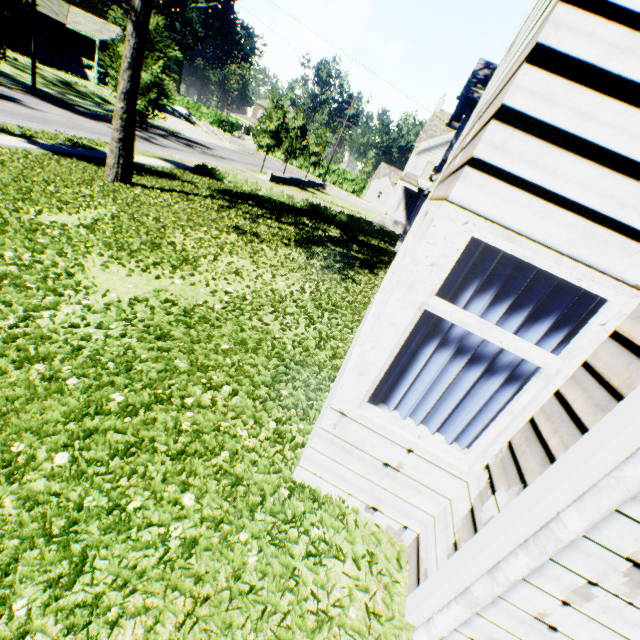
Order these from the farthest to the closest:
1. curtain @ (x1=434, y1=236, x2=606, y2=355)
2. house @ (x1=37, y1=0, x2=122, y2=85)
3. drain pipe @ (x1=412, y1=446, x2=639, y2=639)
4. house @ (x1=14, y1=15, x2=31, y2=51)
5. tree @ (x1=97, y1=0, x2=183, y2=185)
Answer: house @ (x1=37, y1=0, x2=122, y2=85)
house @ (x1=14, y1=15, x2=31, y2=51)
tree @ (x1=97, y1=0, x2=183, y2=185)
curtain @ (x1=434, y1=236, x2=606, y2=355)
drain pipe @ (x1=412, y1=446, x2=639, y2=639)

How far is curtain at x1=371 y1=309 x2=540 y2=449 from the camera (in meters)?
2.27

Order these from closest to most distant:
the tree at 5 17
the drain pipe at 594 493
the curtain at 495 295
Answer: the drain pipe at 594 493 < the curtain at 495 295 < the tree at 5 17

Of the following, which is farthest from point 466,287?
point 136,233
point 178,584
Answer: point 136,233

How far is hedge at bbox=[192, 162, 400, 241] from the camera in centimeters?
1908cm

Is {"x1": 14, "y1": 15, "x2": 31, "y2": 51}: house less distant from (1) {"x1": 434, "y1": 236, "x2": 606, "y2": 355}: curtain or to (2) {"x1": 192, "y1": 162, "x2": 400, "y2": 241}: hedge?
(2) {"x1": 192, "y1": 162, "x2": 400, "y2": 241}: hedge

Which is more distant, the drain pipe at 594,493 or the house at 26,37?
the house at 26,37

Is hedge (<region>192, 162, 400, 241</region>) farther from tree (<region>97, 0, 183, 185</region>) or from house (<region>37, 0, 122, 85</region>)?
house (<region>37, 0, 122, 85</region>)
